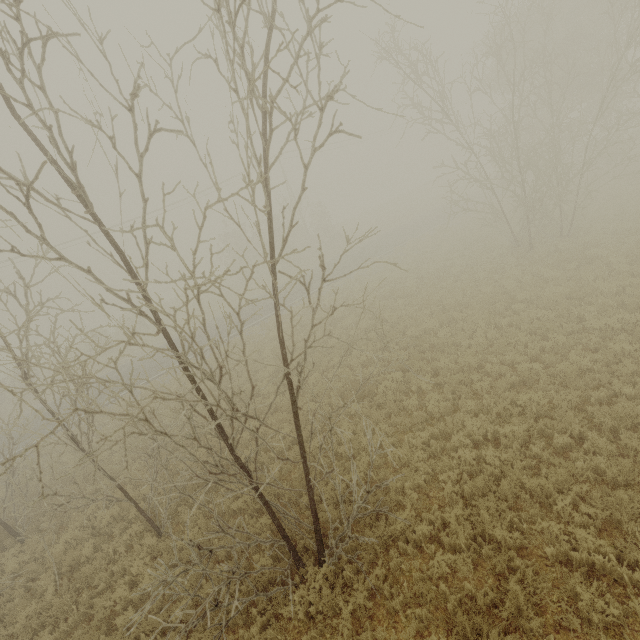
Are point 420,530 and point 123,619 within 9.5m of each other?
yes
